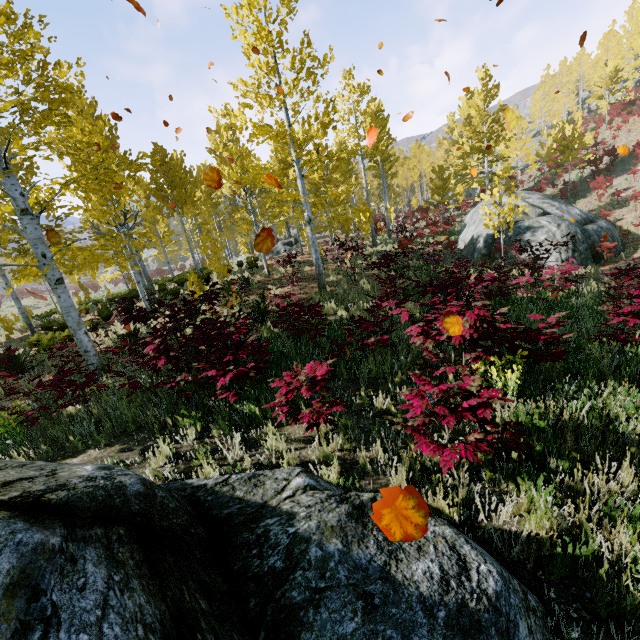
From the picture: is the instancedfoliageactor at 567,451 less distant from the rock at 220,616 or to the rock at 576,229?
the rock at 220,616

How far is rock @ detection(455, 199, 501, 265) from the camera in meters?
16.3 m

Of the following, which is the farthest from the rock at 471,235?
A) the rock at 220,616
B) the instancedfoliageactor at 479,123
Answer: the rock at 220,616

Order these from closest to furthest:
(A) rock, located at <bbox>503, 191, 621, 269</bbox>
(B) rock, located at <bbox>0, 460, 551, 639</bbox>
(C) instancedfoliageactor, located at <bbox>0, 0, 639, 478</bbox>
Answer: (B) rock, located at <bbox>0, 460, 551, 639</bbox>, (C) instancedfoliageactor, located at <bbox>0, 0, 639, 478</bbox>, (A) rock, located at <bbox>503, 191, 621, 269</bbox>

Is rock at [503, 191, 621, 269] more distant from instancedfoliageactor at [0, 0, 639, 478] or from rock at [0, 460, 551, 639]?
rock at [0, 460, 551, 639]

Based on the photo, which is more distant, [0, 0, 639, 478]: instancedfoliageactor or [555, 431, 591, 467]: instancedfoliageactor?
[0, 0, 639, 478]: instancedfoliageactor

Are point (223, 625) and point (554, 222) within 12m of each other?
no
